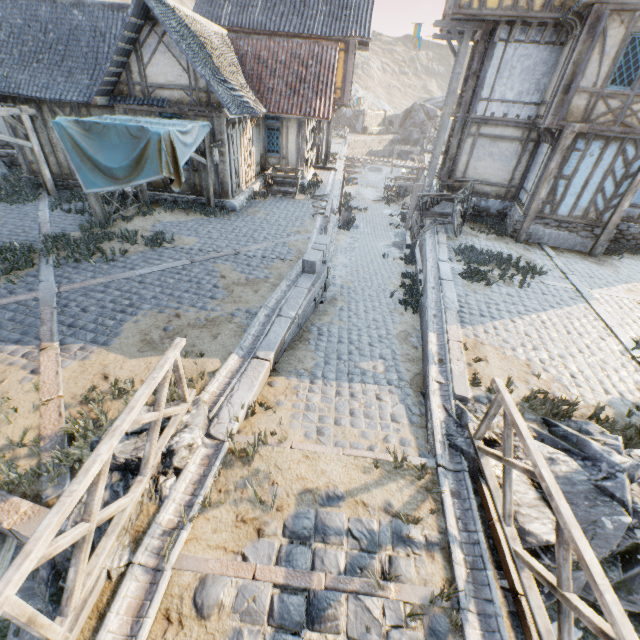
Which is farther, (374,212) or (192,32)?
(374,212)

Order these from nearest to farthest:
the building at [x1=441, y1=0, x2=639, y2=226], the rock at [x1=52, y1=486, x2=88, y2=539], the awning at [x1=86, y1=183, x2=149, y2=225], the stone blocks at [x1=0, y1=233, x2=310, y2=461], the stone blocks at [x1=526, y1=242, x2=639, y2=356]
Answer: the rock at [x1=52, y1=486, x2=88, y2=539]
the stone blocks at [x1=0, y1=233, x2=310, y2=461]
the stone blocks at [x1=526, y1=242, x2=639, y2=356]
the building at [x1=441, y1=0, x2=639, y2=226]
the awning at [x1=86, y1=183, x2=149, y2=225]

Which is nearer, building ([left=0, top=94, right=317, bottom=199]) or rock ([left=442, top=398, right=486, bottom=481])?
rock ([left=442, top=398, right=486, bottom=481])

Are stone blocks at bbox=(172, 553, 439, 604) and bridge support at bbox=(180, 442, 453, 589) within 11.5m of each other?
yes

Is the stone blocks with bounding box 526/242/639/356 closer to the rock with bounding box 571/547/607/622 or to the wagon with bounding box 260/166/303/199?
the rock with bounding box 571/547/607/622

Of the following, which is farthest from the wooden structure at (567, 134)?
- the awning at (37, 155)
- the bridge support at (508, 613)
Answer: the awning at (37, 155)

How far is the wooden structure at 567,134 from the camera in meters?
10.2

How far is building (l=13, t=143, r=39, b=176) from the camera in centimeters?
1328cm
